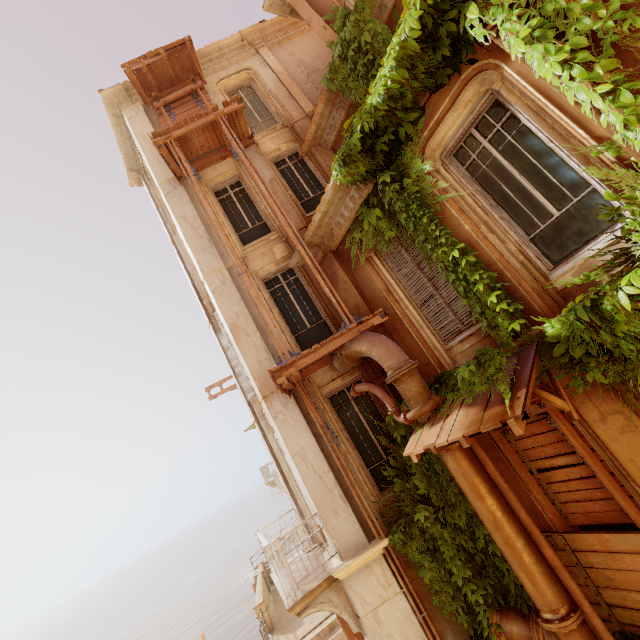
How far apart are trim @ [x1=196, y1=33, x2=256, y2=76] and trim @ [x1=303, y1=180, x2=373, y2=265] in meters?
8.9

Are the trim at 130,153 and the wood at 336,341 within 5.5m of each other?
no

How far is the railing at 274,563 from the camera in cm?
635

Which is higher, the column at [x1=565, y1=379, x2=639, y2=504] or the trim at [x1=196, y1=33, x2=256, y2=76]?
the trim at [x1=196, y1=33, x2=256, y2=76]

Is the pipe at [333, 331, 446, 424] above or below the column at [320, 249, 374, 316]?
below

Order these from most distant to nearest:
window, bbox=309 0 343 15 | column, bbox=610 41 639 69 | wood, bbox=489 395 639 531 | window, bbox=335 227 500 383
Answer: window, bbox=309 0 343 15 < window, bbox=335 227 500 383 < wood, bbox=489 395 639 531 < column, bbox=610 41 639 69

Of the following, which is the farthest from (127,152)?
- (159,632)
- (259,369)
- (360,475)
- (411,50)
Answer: (159,632)

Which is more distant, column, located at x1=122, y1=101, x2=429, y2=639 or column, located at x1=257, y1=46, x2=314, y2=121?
column, located at x1=257, y1=46, x2=314, y2=121
